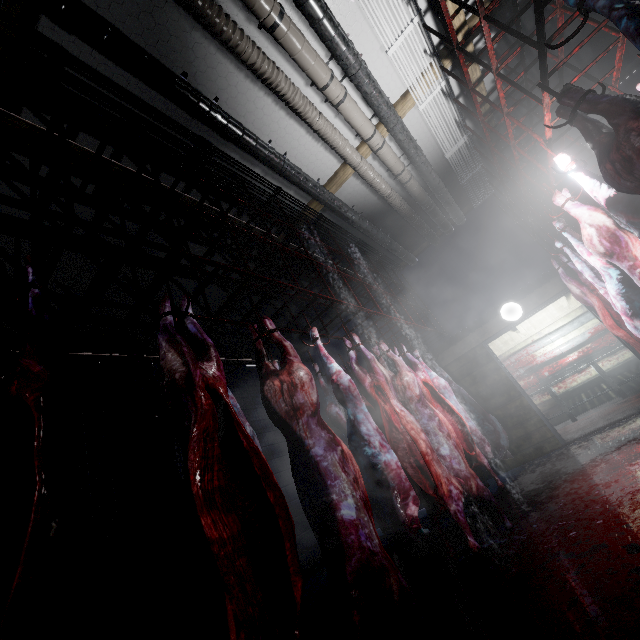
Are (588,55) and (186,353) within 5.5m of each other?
no

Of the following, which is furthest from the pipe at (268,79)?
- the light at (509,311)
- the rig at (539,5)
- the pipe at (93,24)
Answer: the light at (509,311)

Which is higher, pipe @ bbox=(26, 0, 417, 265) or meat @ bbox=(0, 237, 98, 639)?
pipe @ bbox=(26, 0, 417, 265)

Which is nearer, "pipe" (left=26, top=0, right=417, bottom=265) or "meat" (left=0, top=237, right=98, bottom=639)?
"meat" (left=0, top=237, right=98, bottom=639)

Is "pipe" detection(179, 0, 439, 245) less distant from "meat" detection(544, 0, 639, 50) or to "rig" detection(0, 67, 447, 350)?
"rig" detection(0, 67, 447, 350)

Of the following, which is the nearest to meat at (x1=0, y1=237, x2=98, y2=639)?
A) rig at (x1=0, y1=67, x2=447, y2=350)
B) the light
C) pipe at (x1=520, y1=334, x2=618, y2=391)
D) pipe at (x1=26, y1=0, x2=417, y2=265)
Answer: rig at (x1=0, y1=67, x2=447, y2=350)

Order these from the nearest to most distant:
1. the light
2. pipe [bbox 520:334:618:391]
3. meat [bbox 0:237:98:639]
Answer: meat [bbox 0:237:98:639] → the light → pipe [bbox 520:334:618:391]

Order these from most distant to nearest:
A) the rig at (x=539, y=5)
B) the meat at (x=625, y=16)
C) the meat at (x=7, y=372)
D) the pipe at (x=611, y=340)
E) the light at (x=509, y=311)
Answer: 1. the pipe at (x=611, y=340)
2. the light at (x=509, y=311)
3. the rig at (x=539, y=5)
4. the meat at (x=625, y=16)
5. the meat at (x=7, y=372)
